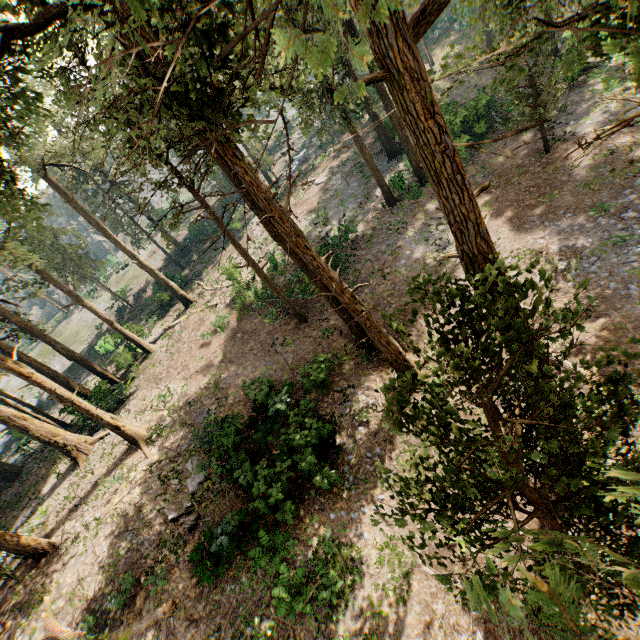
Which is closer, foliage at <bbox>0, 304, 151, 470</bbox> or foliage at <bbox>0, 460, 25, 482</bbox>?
foliage at <bbox>0, 304, 151, 470</bbox>

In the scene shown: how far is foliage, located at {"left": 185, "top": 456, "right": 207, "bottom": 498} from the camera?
15.7 meters

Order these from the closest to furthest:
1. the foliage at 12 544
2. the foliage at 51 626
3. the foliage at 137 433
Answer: the foliage at 51 626
the foliage at 12 544
the foliage at 137 433

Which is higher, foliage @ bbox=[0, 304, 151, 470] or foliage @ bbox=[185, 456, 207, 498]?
foliage @ bbox=[0, 304, 151, 470]

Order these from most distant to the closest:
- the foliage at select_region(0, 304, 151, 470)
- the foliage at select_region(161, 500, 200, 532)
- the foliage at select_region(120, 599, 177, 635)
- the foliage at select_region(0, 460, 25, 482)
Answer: the foliage at select_region(0, 460, 25, 482)
the foliage at select_region(0, 304, 151, 470)
the foliage at select_region(161, 500, 200, 532)
the foliage at select_region(120, 599, 177, 635)

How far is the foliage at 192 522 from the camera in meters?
14.3 m

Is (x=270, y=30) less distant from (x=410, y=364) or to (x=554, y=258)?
(x=410, y=364)
